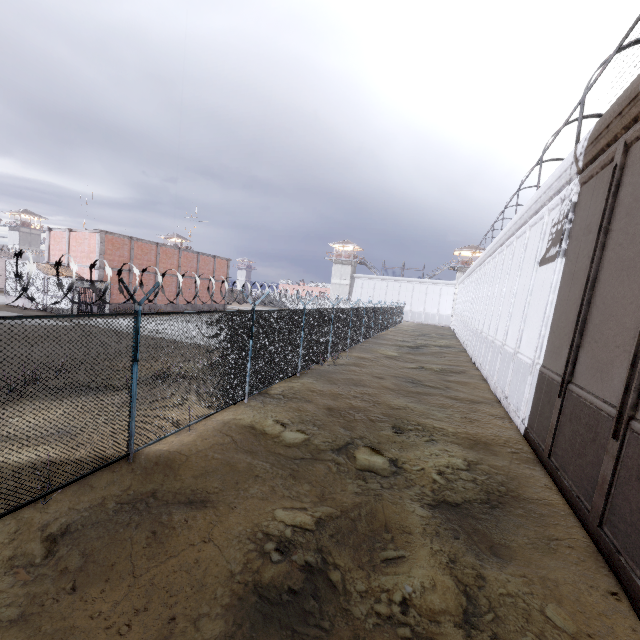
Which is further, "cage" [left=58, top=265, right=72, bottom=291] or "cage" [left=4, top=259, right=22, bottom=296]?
"cage" [left=4, top=259, right=22, bottom=296]

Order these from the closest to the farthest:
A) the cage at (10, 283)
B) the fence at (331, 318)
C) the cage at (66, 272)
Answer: the fence at (331, 318) < the cage at (66, 272) < the cage at (10, 283)

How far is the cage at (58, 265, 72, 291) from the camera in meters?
24.6 m

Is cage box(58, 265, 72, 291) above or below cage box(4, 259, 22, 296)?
above

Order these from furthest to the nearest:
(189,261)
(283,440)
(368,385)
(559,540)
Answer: (189,261), (368,385), (283,440), (559,540)

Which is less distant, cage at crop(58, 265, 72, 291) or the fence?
the fence

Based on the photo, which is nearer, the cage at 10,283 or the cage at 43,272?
the cage at 43,272
